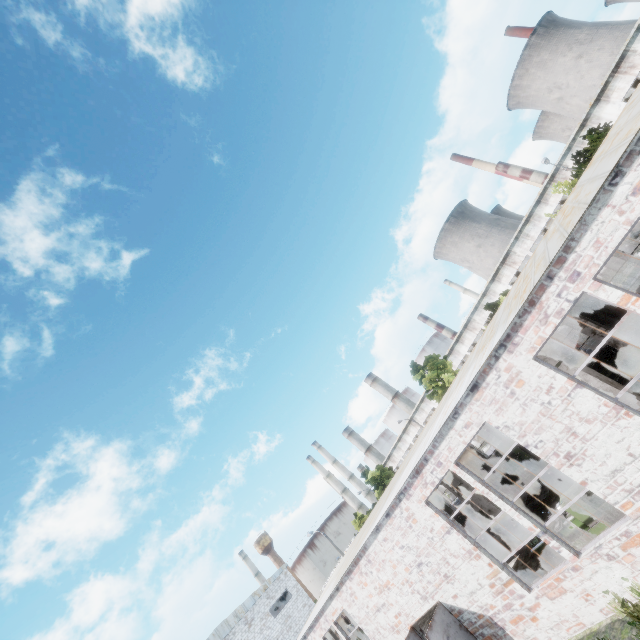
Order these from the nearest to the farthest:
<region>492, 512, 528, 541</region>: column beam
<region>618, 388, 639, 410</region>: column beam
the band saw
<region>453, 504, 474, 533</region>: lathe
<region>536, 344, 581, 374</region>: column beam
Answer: <region>618, 388, 639, 410</region>: column beam → <region>536, 344, 581, 374</region>: column beam → <region>492, 512, 528, 541</region>: column beam → the band saw → <region>453, 504, 474, 533</region>: lathe

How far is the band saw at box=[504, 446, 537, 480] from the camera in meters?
18.1 m

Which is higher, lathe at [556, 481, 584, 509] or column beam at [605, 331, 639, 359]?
lathe at [556, 481, 584, 509]

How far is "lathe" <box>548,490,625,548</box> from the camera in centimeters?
787cm

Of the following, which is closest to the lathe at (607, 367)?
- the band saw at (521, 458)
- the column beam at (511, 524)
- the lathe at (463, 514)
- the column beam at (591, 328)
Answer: the column beam at (591, 328)

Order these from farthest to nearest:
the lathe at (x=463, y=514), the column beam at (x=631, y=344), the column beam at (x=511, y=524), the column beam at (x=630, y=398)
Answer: the lathe at (x=463, y=514)
the column beam at (x=631, y=344)
the column beam at (x=511, y=524)
the column beam at (x=630, y=398)

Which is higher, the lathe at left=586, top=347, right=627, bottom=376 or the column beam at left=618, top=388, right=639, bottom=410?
the column beam at left=618, top=388, right=639, bottom=410

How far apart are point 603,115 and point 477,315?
21.7m
